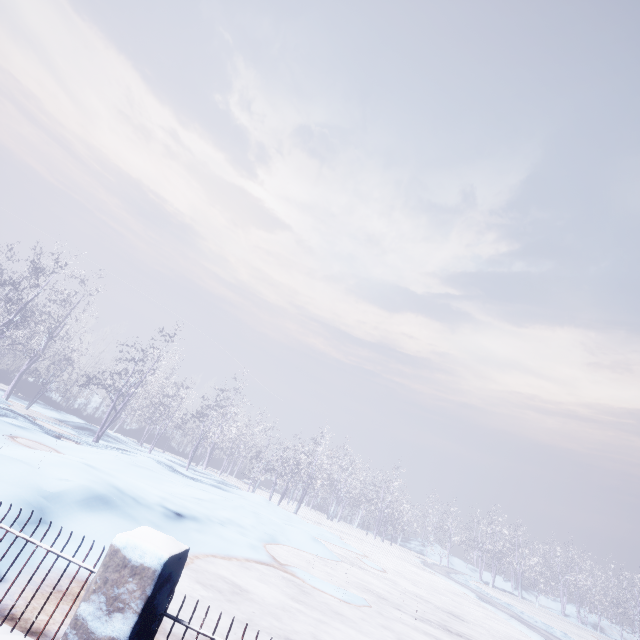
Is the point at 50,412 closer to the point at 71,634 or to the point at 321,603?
the point at 321,603
